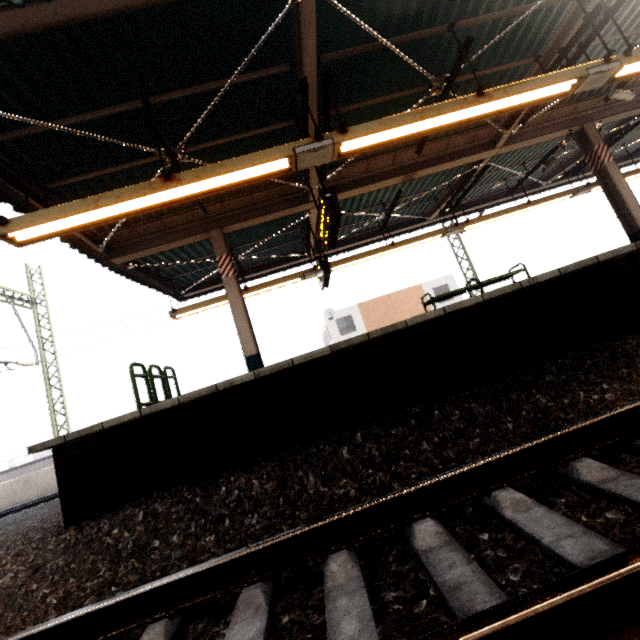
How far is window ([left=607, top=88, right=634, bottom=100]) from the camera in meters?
7.3 m

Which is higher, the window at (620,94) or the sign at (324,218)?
the window at (620,94)

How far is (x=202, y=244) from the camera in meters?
9.0 m

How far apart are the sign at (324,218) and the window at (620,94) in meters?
7.2

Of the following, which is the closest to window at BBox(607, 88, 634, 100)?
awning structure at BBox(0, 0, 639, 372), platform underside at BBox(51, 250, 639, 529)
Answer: awning structure at BBox(0, 0, 639, 372)

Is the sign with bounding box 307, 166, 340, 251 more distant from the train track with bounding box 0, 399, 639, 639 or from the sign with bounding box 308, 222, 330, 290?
the train track with bounding box 0, 399, 639, 639

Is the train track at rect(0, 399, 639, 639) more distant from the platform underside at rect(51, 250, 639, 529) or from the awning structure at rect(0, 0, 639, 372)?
the awning structure at rect(0, 0, 639, 372)

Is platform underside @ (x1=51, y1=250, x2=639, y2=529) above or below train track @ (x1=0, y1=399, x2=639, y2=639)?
above
